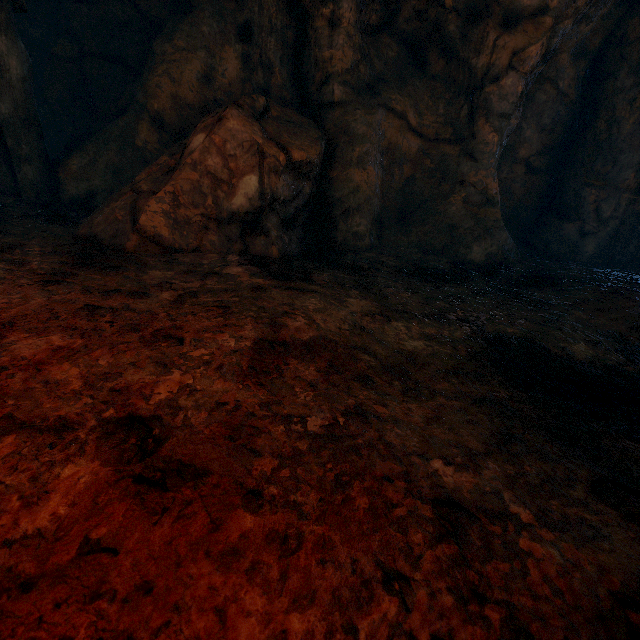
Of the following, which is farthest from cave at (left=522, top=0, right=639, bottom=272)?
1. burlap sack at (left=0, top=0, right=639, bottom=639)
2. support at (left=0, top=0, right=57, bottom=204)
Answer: support at (left=0, top=0, right=57, bottom=204)

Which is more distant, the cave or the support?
the cave

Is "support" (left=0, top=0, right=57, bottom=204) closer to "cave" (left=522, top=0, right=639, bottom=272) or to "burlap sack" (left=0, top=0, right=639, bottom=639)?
"burlap sack" (left=0, top=0, right=639, bottom=639)

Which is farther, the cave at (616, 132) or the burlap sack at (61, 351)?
the cave at (616, 132)

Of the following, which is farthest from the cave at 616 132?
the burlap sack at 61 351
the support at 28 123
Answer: the support at 28 123

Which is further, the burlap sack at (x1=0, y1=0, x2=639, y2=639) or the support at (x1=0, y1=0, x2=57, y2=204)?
the support at (x1=0, y1=0, x2=57, y2=204)

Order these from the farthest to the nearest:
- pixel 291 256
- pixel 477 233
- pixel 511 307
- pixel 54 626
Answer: pixel 477 233 < pixel 291 256 < pixel 511 307 < pixel 54 626
